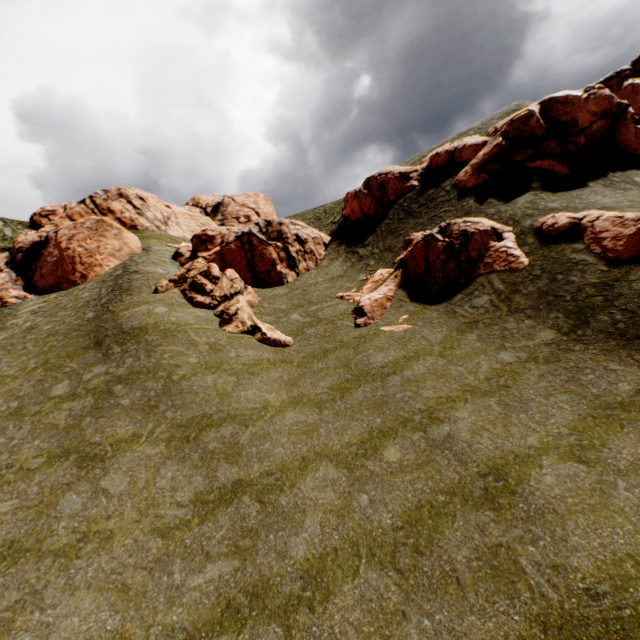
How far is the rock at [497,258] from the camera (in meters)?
17.56

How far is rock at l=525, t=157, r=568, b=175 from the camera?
19.66m

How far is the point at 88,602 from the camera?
8.4m

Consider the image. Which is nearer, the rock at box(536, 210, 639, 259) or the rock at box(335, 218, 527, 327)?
the rock at box(536, 210, 639, 259)

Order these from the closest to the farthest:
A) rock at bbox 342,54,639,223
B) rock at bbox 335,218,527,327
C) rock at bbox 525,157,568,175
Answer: rock at bbox 335,218,527,327 → rock at bbox 525,157,568,175 → rock at bbox 342,54,639,223

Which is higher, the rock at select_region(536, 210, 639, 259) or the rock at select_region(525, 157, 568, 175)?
the rock at select_region(525, 157, 568, 175)
